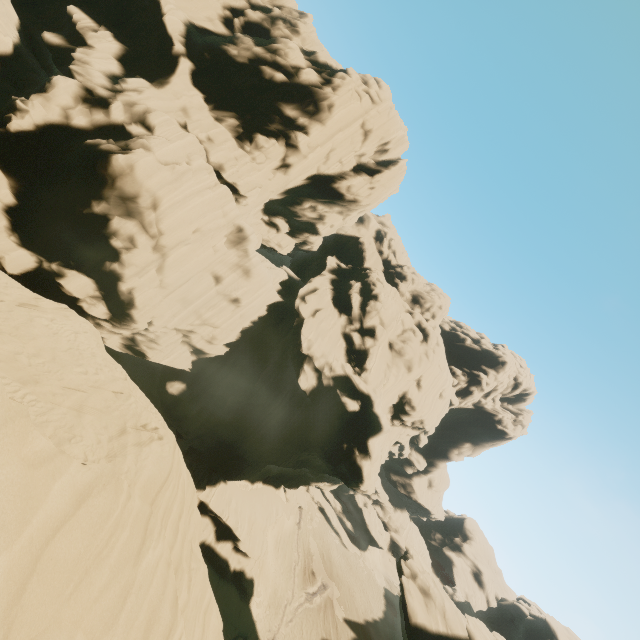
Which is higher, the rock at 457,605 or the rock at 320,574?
the rock at 457,605

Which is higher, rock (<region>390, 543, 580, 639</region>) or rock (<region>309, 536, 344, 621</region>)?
rock (<region>390, 543, 580, 639</region>)

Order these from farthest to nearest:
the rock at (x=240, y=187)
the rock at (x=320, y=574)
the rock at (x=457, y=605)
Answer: the rock at (x=320, y=574)
the rock at (x=457, y=605)
the rock at (x=240, y=187)

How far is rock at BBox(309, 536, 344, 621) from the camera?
42.4 meters

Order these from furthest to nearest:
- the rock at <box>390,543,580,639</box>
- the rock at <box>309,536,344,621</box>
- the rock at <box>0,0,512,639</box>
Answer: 1. the rock at <box>309,536,344,621</box>
2. the rock at <box>390,543,580,639</box>
3. the rock at <box>0,0,512,639</box>

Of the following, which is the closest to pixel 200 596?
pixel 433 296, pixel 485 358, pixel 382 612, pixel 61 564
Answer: pixel 61 564

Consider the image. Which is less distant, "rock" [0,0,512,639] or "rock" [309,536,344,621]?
"rock" [0,0,512,639]
